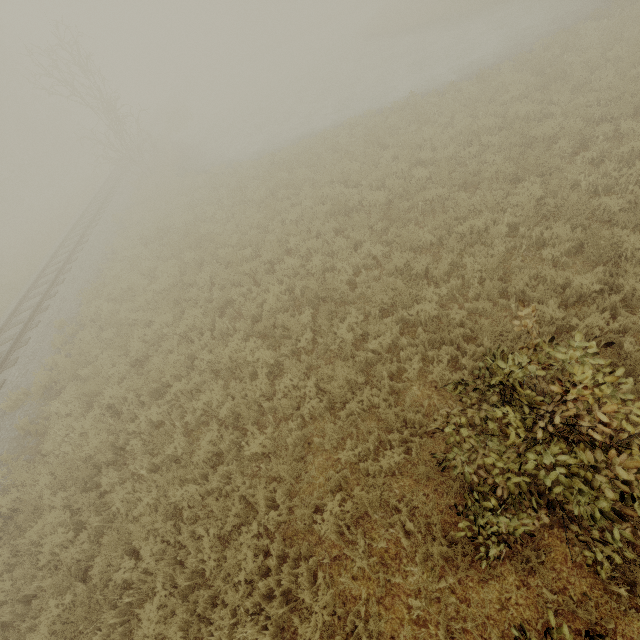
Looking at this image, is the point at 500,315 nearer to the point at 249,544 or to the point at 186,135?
the point at 249,544

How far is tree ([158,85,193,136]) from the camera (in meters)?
33.50

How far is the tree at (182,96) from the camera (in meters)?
33.50
